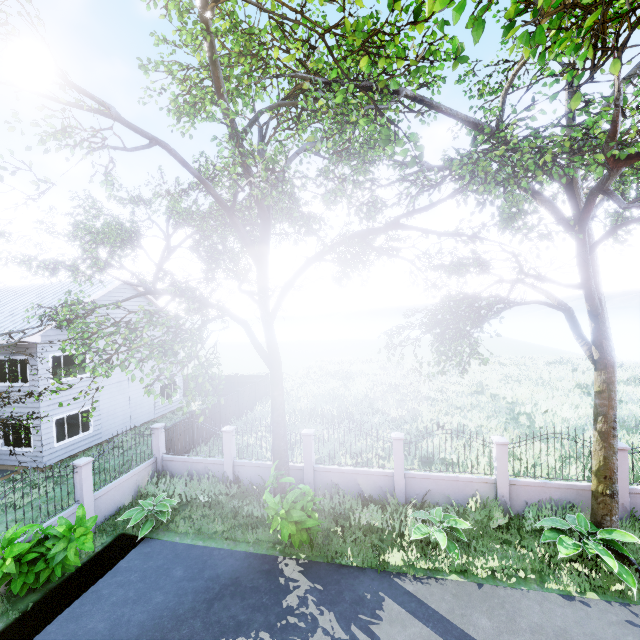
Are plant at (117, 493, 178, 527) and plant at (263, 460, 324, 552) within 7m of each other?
yes

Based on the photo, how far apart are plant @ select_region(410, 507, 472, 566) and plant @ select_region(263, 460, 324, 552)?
3.1m

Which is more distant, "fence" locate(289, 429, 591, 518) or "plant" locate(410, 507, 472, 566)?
"fence" locate(289, 429, 591, 518)

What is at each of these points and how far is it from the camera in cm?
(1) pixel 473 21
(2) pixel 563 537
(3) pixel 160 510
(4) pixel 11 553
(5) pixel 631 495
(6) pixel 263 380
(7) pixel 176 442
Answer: (1) tree, 234
(2) plant, 868
(3) plant, 1091
(4) plant, 752
(5) fence, 980
(6) fence, 2475
(7) fence, 1480

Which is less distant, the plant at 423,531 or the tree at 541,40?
the tree at 541,40

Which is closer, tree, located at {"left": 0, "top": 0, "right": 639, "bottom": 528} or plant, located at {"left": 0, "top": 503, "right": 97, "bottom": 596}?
tree, located at {"left": 0, "top": 0, "right": 639, "bottom": 528}

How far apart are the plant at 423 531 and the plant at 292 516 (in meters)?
3.11

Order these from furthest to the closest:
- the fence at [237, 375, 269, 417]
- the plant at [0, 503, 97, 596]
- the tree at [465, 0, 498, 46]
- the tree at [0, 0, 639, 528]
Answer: the fence at [237, 375, 269, 417] → the plant at [0, 503, 97, 596] → the tree at [0, 0, 639, 528] → the tree at [465, 0, 498, 46]
